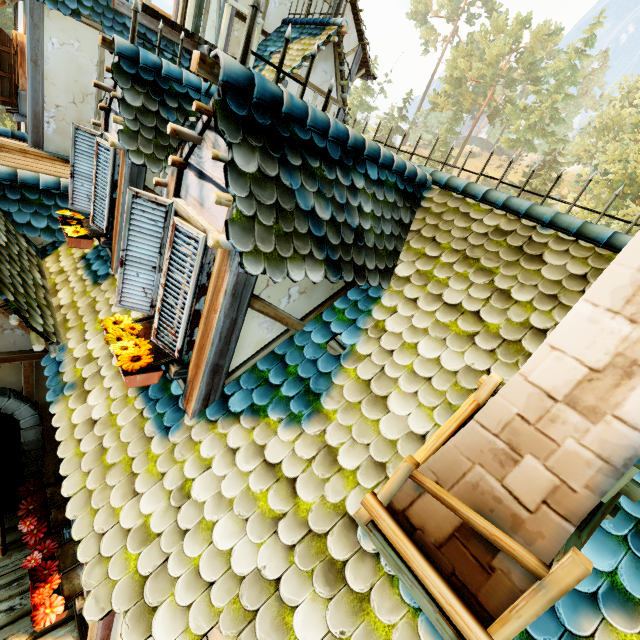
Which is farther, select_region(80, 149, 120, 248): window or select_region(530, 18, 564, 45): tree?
select_region(530, 18, 564, 45): tree

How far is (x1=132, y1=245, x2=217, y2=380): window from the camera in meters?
2.5

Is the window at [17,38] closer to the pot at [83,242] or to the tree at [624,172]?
the pot at [83,242]

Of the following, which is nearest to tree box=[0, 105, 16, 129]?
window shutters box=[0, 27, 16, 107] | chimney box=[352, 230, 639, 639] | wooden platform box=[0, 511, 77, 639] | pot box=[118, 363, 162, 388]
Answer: wooden platform box=[0, 511, 77, 639]

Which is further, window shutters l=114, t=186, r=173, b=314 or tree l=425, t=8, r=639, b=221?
tree l=425, t=8, r=639, b=221

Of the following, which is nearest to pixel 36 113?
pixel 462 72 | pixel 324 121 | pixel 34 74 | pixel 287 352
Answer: pixel 34 74

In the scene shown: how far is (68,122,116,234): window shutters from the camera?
4.1 meters

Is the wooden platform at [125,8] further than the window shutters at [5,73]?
No
